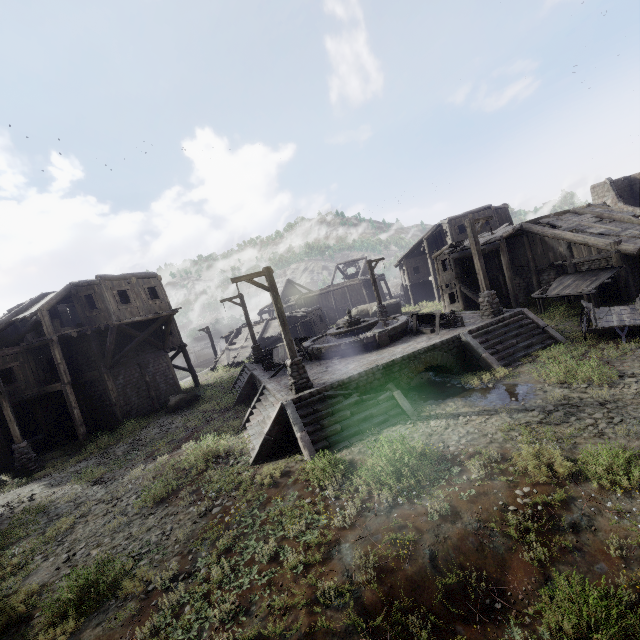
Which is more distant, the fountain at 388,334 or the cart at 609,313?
the fountain at 388,334

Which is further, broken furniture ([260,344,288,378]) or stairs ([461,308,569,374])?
broken furniture ([260,344,288,378])

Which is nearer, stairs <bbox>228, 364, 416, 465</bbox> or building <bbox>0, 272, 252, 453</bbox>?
stairs <bbox>228, 364, 416, 465</bbox>

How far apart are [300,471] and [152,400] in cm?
1784

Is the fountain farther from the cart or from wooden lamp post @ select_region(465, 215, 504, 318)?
the cart

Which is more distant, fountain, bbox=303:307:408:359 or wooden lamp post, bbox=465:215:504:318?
fountain, bbox=303:307:408:359

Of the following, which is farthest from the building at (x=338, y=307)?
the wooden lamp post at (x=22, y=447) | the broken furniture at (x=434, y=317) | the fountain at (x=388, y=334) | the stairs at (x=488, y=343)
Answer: the fountain at (x=388, y=334)

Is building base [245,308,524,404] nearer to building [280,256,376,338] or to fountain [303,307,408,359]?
fountain [303,307,408,359]
